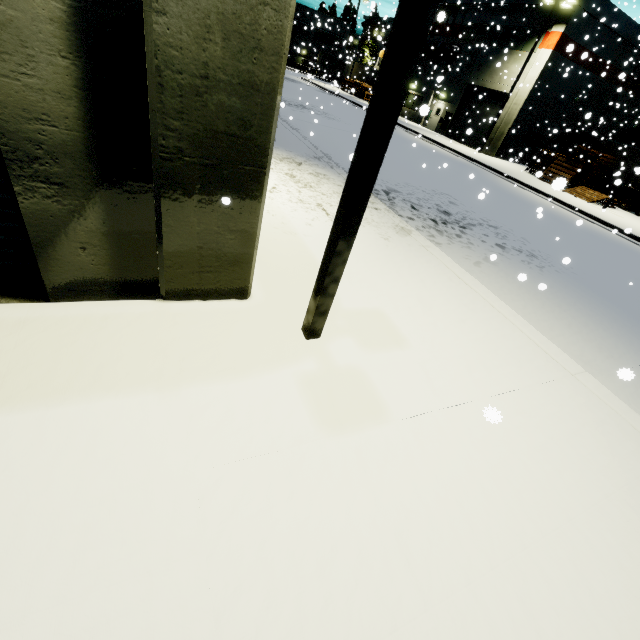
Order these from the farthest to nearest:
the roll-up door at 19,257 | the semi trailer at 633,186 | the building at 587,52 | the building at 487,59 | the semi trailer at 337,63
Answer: the semi trailer at 337,63
the building at 487,59
the building at 587,52
the semi trailer at 633,186
the roll-up door at 19,257

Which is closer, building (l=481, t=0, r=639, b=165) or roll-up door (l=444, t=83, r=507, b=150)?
building (l=481, t=0, r=639, b=165)

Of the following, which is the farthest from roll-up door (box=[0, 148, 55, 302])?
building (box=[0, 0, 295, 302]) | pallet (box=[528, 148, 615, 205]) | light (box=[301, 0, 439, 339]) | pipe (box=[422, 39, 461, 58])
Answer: pipe (box=[422, 39, 461, 58])

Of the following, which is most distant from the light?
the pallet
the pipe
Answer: the pipe

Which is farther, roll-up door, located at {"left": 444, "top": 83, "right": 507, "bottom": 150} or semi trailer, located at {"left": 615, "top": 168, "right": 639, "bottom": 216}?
roll-up door, located at {"left": 444, "top": 83, "right": 507, "bottom": 150}

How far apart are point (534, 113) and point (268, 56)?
34.34m

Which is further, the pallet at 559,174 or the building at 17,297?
the pallet at 559,174

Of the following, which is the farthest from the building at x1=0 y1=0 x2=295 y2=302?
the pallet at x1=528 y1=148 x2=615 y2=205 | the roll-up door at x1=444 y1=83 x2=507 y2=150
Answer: the pallet at x1=528 y1=148 x2=615 y2=205
